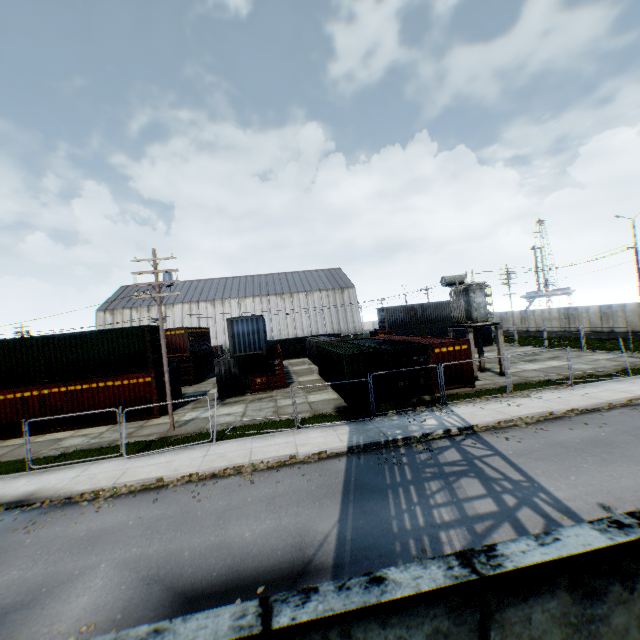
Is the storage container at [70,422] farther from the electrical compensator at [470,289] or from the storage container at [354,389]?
the electrical compensator at [470,289]

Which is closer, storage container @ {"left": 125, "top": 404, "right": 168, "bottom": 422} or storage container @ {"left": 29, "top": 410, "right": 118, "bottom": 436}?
storage container @ {"left": 29, "top": 410, "right": 118, "bottom": 436}

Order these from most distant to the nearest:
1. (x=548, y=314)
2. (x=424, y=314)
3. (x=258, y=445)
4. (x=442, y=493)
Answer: (x=548, y=314), (x=424, y=314), (x=258, y=445), (x=442, y=493)

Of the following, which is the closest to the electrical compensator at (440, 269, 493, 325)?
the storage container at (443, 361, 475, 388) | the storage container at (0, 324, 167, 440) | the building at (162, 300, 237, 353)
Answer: the storage container at (443, 361, 475, 388)

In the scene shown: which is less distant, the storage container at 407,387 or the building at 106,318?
the storage container at 407,387

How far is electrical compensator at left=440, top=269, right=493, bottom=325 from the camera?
21.5 meters

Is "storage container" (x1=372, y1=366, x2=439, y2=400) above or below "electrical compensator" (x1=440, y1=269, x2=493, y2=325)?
below
